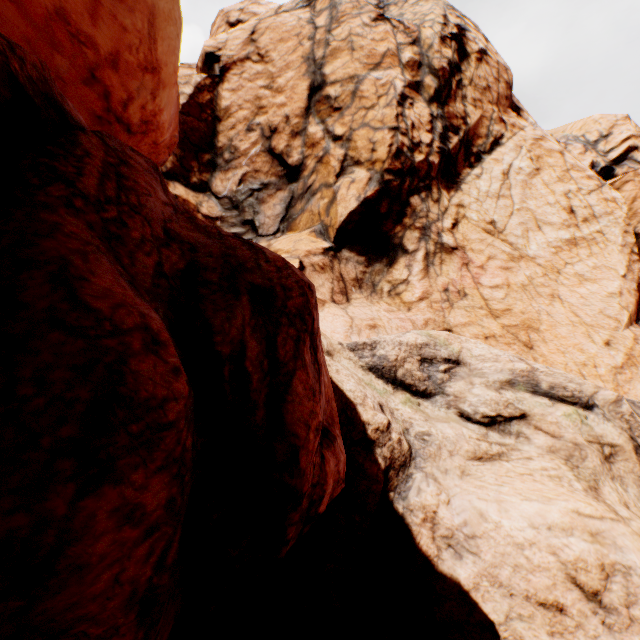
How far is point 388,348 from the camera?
7.3 meters
